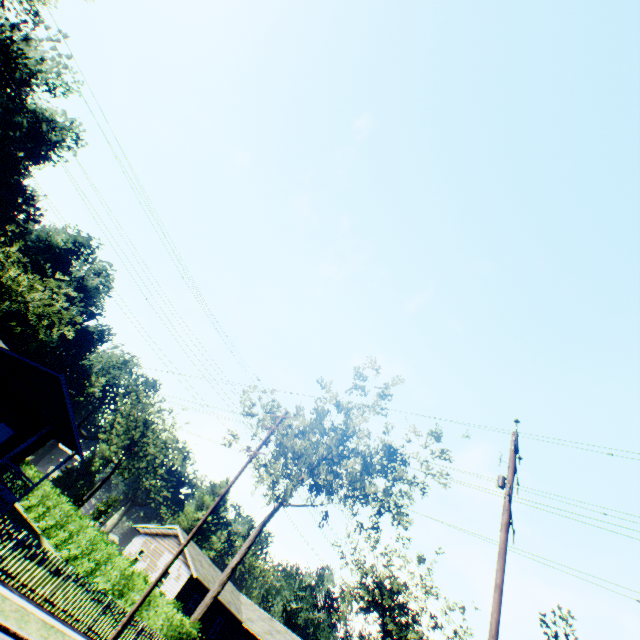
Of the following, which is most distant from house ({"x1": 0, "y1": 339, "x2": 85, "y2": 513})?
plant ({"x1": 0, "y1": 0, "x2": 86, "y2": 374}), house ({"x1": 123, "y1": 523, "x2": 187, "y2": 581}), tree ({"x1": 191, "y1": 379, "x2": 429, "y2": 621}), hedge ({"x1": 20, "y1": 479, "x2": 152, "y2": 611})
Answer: house ({"x1": 123, "y1": 523, "x2": 187, "y2": 581})

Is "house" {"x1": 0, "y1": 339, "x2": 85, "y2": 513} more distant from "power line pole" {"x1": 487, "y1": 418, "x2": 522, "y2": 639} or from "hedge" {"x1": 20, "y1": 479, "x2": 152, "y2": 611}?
"power line pole" {"x1": 487, "y1": 418, "x2": 522, "y2": 639}

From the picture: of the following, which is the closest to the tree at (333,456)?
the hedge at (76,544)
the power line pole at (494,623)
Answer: the hedge at (76,544)

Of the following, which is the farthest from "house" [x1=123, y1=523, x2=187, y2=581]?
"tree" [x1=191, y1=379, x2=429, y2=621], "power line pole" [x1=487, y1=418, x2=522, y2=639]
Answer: "power line pole" [x1=487, y1=418, x2=522, y2=639]

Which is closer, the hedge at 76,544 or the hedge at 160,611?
the hedge at 160,611

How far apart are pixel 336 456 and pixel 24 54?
59.9m

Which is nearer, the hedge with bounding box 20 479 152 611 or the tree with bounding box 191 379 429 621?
the hedge with bounding box 20 479 152 611

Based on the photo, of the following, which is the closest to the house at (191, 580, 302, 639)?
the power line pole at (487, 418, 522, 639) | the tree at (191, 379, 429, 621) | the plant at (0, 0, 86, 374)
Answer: the tree at (191, 379, 429, 621)
